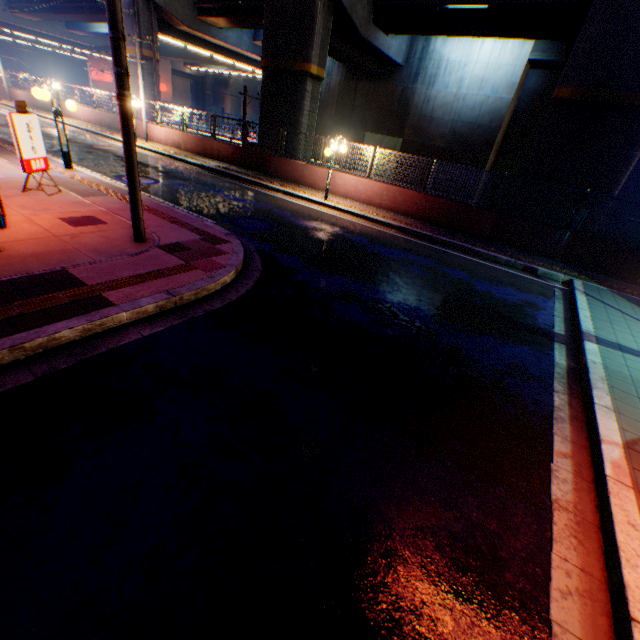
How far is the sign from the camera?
7.01m

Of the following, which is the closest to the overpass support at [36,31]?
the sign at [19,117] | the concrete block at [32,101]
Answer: the concrete block at [32,101]

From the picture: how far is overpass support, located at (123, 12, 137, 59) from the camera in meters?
20.6 m

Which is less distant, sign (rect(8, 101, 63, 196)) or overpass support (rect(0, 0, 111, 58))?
sign (rect(8, 101, 63, 196))

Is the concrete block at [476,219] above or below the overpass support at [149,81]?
below

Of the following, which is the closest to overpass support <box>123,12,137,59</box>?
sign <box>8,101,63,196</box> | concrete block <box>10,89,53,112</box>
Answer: concrete block <box>10,89,53,112</box>

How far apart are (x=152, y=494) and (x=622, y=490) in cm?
429
